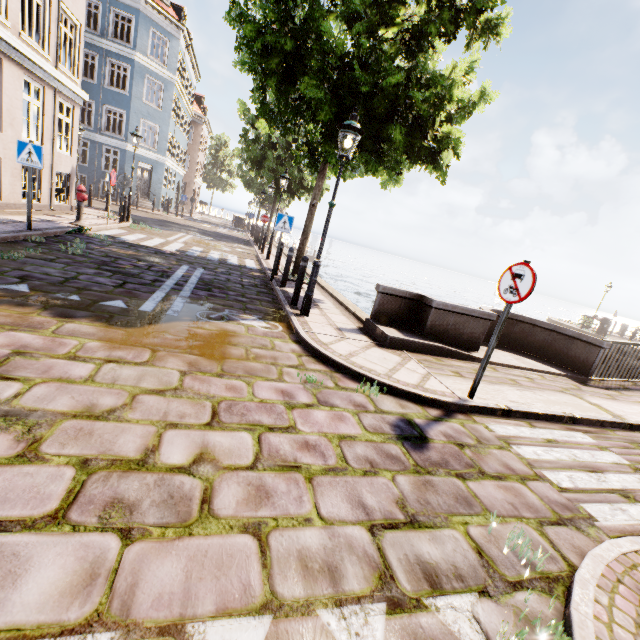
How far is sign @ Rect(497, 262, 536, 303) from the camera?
3.94m

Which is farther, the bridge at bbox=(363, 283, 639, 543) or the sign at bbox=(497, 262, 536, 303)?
the sign at bbox=(497, 262, 536, 303)

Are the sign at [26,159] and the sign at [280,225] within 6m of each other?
yes

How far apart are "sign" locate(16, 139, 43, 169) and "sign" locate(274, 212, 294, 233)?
5.4 meters

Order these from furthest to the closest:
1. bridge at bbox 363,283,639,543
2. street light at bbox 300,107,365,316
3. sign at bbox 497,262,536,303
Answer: street light at bbox 300,107,365,316, sign at bbox 497,262,536,303, bridge at bbox 363,283,639,543

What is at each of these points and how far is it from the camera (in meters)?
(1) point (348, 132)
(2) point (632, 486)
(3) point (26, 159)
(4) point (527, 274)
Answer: (1) street light, 5.62
(2) bridge, 3.56
(3) sign, 7.23
(4) sign, 3.99

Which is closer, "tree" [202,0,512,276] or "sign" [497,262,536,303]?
"sign" [497,262,536,303]

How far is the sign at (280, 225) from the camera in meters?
8.9
